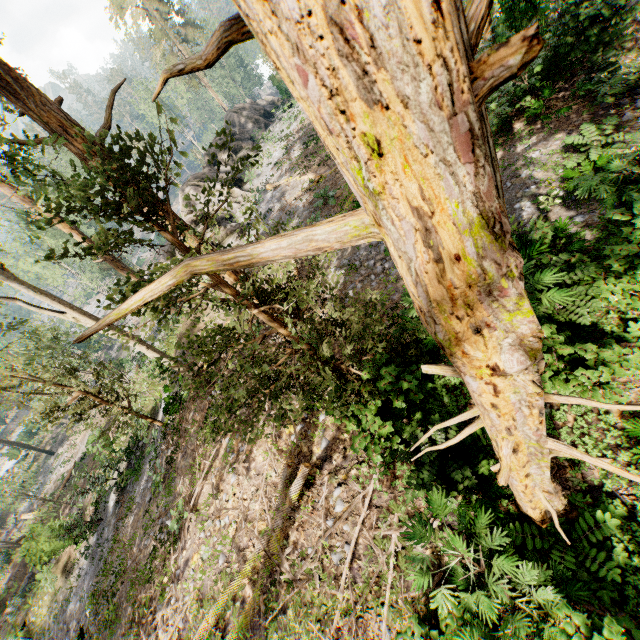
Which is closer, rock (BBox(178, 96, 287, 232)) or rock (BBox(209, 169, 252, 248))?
rock (BBox(209, 169, 252, 248))

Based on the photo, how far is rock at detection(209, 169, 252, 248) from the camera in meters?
20.2

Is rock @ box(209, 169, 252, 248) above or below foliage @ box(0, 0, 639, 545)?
below

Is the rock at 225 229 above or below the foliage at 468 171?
below

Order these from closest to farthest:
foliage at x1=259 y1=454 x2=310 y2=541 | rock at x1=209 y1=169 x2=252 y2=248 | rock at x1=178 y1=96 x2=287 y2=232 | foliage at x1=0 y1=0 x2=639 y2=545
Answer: foliage at x1=0 y1=0 x2=639 y2=545 → foliage at x1=259 y1=454 x2=310 y2=541 → rock at x1=209 y1=169 x2=252 y2=248 → rock at x1=178 y1=96 x2=287 y2=232

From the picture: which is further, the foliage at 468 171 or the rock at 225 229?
the rock at 225 229

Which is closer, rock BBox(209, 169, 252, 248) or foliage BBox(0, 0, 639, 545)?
foliage BBox(0, 0, 639, 545)

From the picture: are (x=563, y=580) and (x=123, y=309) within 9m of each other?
yes
